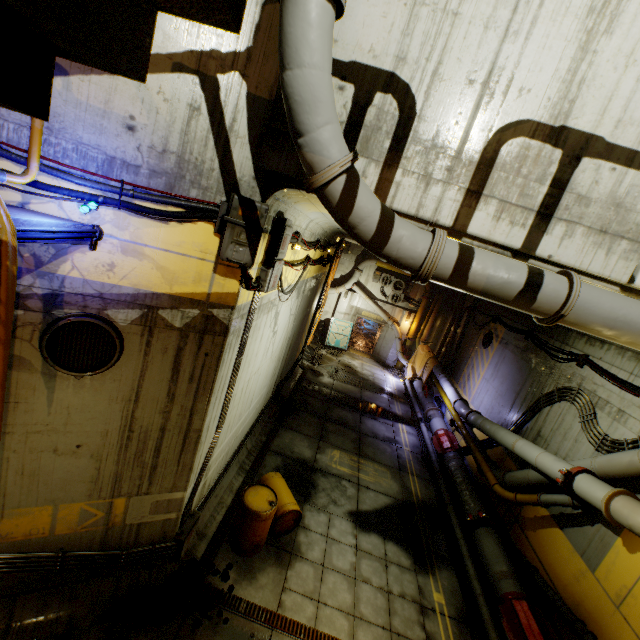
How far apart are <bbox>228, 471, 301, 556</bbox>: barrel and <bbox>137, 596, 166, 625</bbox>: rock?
0.7 meters

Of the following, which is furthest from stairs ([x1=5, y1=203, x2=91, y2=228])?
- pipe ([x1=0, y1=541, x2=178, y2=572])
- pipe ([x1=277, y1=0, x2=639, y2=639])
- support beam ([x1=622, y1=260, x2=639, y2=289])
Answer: pipe ([x1=0, y1=541, x2=178, y2=572])

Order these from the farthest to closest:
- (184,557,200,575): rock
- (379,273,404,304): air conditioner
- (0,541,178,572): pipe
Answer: (379,273,404,304): air conditioner → (184,557,200,575): rock → (0,541,178,572): pipe

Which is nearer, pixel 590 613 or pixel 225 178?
pixel 225 178

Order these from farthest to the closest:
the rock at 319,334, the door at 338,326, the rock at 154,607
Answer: the door at 338,326, the rock at 319,334, the rock at 154,607

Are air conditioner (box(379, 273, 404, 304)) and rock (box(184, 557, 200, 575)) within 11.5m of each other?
no

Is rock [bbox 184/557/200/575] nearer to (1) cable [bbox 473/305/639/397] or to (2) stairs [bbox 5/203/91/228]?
(2) stairs [bbox 5/203/91/228]

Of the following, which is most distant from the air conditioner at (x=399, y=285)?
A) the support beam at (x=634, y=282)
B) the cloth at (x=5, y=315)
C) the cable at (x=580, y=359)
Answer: the cloth at (x=5, y=315)
